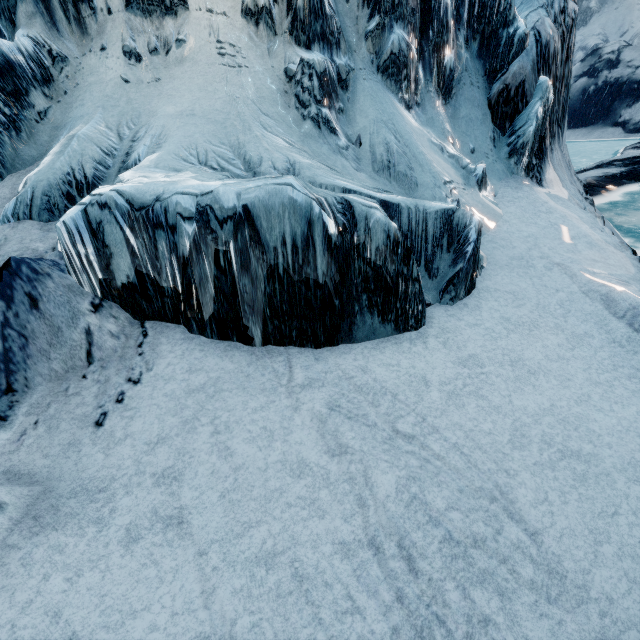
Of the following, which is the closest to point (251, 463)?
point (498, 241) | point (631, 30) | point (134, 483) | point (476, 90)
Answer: point (134, 483)
